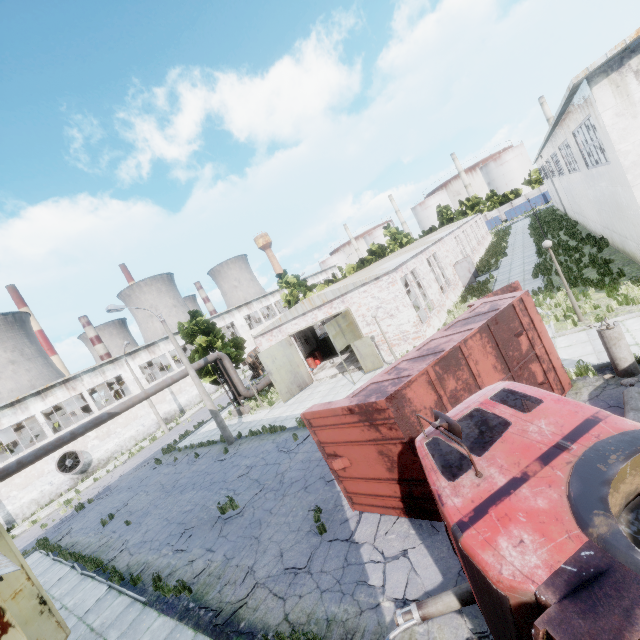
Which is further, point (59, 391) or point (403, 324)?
point (59, 391)

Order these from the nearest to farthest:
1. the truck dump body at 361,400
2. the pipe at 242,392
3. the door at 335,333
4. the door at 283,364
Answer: the truck dump body at 361,400 < the door at 335,333 < the door at 283,364 < the pipe at 242,392

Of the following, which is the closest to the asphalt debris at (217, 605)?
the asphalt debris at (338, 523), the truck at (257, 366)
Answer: the asphalt debris at (338, 523)

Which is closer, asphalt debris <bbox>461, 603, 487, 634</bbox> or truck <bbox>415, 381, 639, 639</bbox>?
truck <bbox>415, 381, 639, 639</bbox>

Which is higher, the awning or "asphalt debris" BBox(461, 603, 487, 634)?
the awning

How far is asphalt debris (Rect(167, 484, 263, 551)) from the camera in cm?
1120

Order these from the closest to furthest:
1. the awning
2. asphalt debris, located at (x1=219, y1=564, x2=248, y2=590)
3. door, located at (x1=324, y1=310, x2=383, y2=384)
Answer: the awning, asphalt debris, located at (x1=219, y1=564, x2=248, y2=590), door, located at (x1=324, y1=310, x2=383, y2=384)

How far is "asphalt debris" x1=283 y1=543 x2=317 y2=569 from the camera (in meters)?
7.84
